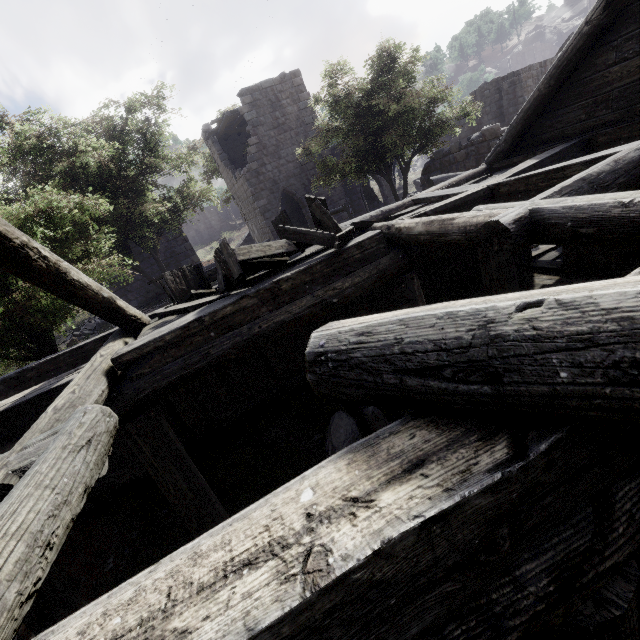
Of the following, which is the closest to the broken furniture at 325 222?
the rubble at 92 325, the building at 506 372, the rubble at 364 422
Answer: the building at 506 372

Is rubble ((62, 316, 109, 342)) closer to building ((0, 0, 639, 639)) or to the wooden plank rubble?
building ((0, 0, 639, 639))

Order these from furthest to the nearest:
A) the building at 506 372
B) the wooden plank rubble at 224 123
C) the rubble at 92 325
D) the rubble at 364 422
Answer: the wooden plank rubble at 224 123
the rubble at 92 325
the rubble at 364 422
the building at 506 372

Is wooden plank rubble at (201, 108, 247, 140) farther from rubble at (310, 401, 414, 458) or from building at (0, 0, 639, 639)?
rubble at (310, 401, 414, 458)

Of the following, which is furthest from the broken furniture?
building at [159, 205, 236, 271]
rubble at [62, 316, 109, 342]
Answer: building at [159, 205, 236, 271]

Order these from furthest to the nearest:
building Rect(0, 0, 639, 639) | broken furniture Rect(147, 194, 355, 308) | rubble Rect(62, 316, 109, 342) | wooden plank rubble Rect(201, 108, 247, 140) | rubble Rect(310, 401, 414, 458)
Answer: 1. wooden plank rubble Rect(201, 108, 247, 140)
2. rubble Rect(62, 316, 109, 342)
3. rubble Rect(310, 401, 414, 458)
4. broken furniture Rect(147, 194, 355, 308)
5. building Rect(0, 0, 639, 639)

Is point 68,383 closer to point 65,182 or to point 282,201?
point 65,182
